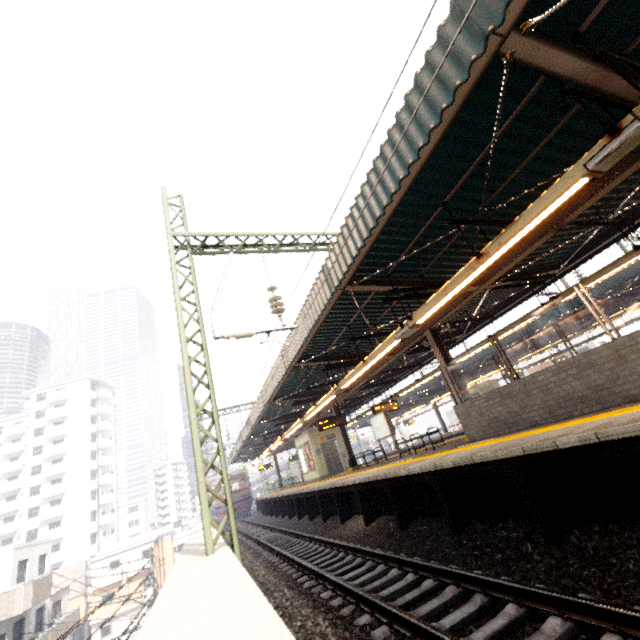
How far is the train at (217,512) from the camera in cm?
2716

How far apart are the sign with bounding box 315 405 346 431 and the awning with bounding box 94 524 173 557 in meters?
45.5 m

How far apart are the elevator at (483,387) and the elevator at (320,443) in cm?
1259

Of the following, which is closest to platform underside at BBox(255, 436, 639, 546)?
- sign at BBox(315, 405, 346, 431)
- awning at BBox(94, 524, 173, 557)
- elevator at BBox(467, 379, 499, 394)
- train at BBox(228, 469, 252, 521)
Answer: train at BBox(228, 469, 252, 521)

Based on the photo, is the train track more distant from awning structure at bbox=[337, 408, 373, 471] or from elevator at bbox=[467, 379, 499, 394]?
elevator at bbox=[467, 379, 499, 394]

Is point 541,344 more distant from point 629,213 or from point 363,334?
point 363,334

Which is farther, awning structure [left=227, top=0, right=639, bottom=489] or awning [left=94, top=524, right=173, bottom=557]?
awning [left=94, top=524, right=173, bottom=557]

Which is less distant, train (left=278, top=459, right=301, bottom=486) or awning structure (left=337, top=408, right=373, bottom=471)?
awning structure (left=337, top=408, right=373, bottom=471)
